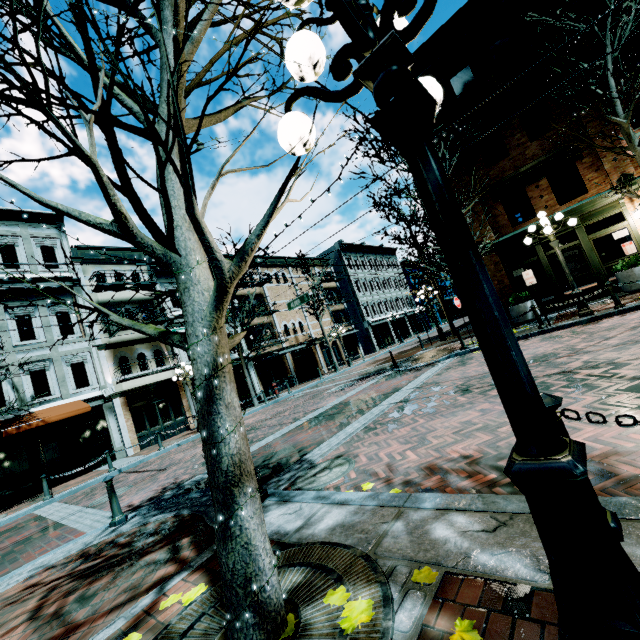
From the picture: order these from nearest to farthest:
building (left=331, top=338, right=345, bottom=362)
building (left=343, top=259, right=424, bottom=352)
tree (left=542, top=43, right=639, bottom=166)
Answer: tree (left=542, top=43, right=639, bottom=166)
building (left=331, top=338, right=345, bottom=362)
building (left=343, top=259, right=424, bottom=352)

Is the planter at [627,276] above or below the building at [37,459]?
below

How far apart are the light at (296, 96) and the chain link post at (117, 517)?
6.8 meters

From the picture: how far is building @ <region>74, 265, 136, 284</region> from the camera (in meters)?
18.16

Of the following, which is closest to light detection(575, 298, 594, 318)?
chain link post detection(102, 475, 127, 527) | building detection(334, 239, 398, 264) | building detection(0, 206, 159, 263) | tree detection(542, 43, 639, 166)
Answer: tree detection(542, 43, 639, 166)

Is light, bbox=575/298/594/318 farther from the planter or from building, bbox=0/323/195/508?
building, bbox=0/323/195/508

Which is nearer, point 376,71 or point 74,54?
point 376,71

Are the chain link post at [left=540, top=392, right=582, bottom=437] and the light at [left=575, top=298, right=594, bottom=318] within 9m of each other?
no
